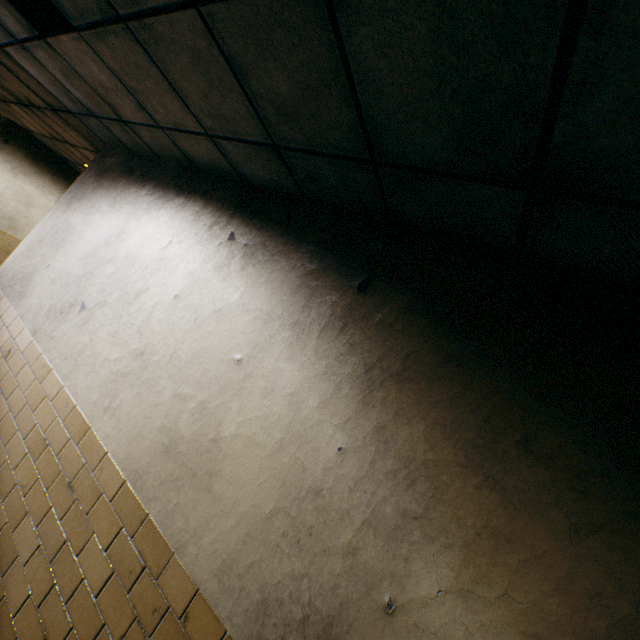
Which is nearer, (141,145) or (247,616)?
(247,616)
